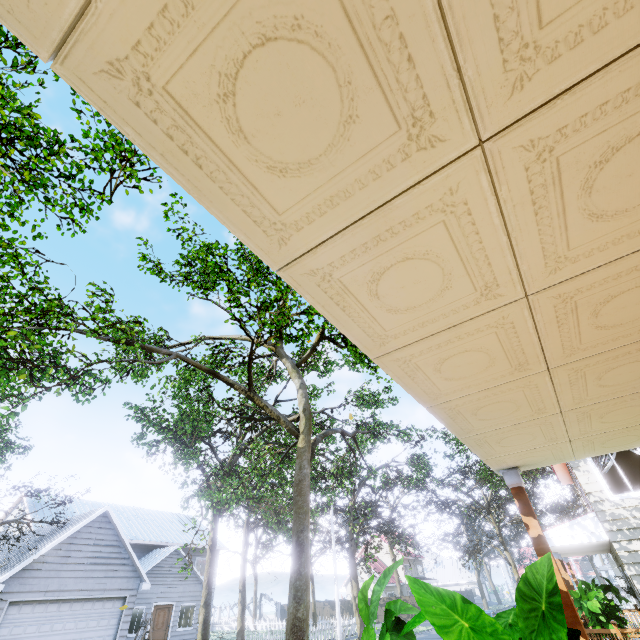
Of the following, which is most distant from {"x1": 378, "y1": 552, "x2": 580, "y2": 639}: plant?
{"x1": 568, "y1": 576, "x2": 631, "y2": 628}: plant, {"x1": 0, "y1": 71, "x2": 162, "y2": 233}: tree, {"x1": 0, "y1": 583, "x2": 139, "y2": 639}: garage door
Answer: {"x1": 0, "y1": 583, "x2": 139, "y2": 639}: garage door

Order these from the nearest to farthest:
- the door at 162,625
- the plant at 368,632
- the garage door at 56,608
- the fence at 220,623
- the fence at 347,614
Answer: the plant at 368,632 < the garage door at 56,608 < the door at 162,625 < the fence at 347,614 < the fence at 220,623

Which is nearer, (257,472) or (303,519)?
(303,519)

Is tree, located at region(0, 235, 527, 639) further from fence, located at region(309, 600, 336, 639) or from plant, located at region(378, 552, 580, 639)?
plant, located at region(378, 552, 580, 639)

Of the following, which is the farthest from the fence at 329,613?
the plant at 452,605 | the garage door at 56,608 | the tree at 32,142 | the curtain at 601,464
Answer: the curtain at 601,464

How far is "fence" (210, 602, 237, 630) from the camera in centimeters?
3617cm

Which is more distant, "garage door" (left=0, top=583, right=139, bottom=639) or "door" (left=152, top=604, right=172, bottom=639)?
"door" (left=152, top=604, right=172, bottom=639)

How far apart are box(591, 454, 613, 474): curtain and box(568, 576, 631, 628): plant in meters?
3.1
